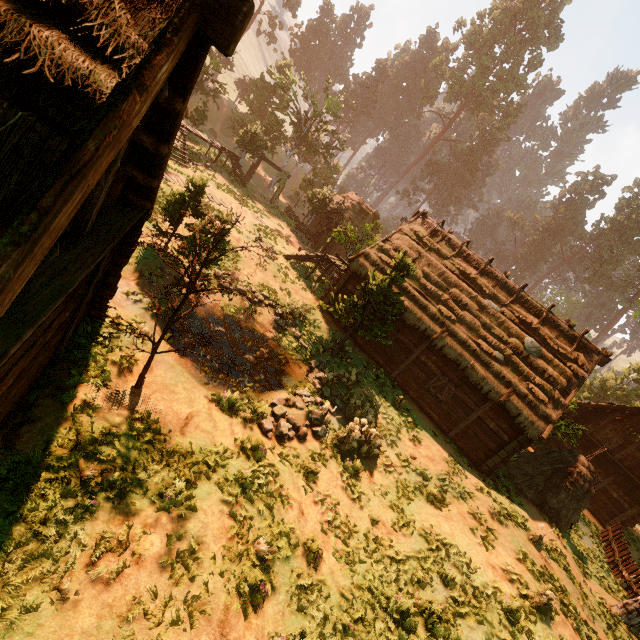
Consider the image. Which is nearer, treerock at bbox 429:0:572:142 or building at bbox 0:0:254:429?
building at bbox 0:0:254:429

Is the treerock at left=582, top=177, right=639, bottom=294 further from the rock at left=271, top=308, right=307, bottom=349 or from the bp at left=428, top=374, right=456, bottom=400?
the bp at left=428, top=374, right=456, bottom=400

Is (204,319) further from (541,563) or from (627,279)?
(627,279)

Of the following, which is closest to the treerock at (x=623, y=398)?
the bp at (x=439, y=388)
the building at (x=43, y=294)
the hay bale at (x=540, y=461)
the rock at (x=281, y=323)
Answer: the building at (x=43, y=294)

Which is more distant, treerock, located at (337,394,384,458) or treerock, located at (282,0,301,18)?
treerock, located at (282,0,301,18)

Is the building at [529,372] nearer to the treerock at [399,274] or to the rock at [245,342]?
the treerock at [399,274]

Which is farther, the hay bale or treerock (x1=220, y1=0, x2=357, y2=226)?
treerock (x1=220, y1=0, x2=357, y2=226)

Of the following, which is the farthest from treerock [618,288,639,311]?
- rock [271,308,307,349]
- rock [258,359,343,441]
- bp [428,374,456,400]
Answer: bp [428,374,456,400]
